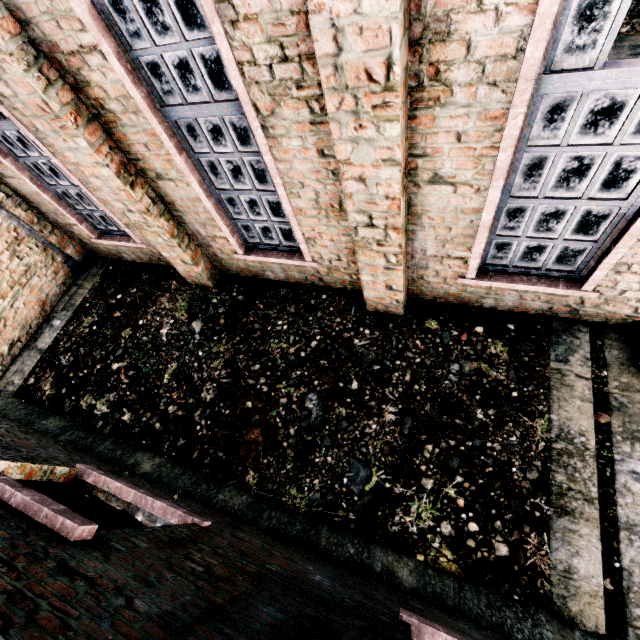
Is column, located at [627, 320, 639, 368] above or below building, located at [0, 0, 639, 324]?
below

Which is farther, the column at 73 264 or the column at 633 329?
the column at 73 264

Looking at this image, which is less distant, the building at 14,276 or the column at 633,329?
the column at 633,329

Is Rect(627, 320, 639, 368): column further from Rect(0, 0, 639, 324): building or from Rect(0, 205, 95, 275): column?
Rect(0, 205, 95, 275): column

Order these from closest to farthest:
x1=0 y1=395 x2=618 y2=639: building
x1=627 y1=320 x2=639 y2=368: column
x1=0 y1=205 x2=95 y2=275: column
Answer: x1=0 y1=395 x2=618 y2=639: building
x1=627 y1=320 x2=639 y2=368: column
x1=0 y1=205 x2=95 y2=275: column

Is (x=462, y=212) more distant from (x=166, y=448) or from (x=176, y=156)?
(x=166, y=448)

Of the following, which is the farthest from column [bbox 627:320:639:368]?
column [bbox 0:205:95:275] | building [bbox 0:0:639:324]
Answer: column [bbox 0:205:95:275]
